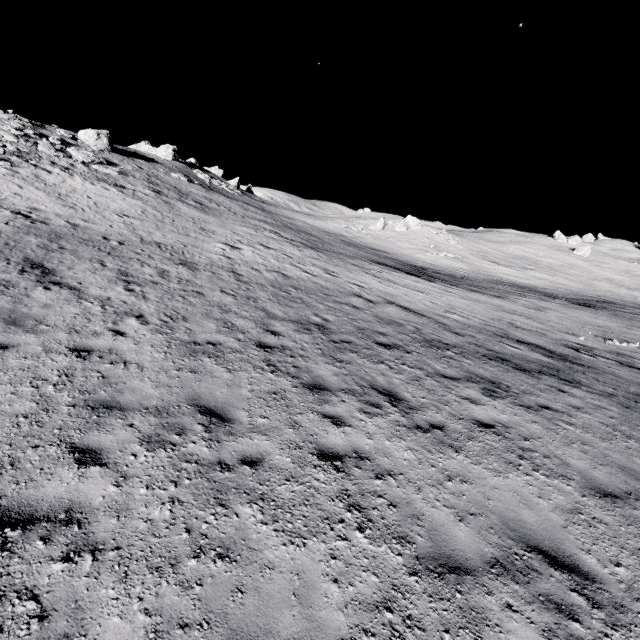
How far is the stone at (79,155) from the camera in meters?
27.9

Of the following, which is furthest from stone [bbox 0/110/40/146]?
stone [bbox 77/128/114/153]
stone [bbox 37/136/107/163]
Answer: stone [bbox 77/128/114/153]

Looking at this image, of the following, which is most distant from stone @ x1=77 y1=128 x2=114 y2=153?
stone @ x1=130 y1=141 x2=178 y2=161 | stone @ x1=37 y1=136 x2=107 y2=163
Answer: stone @ x1=130 y1=141 x2=178 y2=161

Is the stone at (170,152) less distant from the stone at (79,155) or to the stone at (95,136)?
the stone at (95,136)

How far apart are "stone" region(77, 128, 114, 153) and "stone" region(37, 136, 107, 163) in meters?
6.1

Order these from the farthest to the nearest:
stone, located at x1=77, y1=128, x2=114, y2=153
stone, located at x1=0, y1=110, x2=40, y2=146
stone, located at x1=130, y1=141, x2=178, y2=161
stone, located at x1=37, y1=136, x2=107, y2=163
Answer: stone, located at x1=130, y1=141, x2=178, y2=161 < stone, located at x1=77, y1=128, x2=114, y2=153 < stone, located at x1=37, y1=136, x2=107, y2=163 < stone, located at x1=0, y1=110, x2=40, y2=146

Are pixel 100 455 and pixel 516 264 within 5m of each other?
no

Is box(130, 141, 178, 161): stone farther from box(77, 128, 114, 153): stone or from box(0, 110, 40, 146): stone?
box(0, 110, 40, 146): stone
